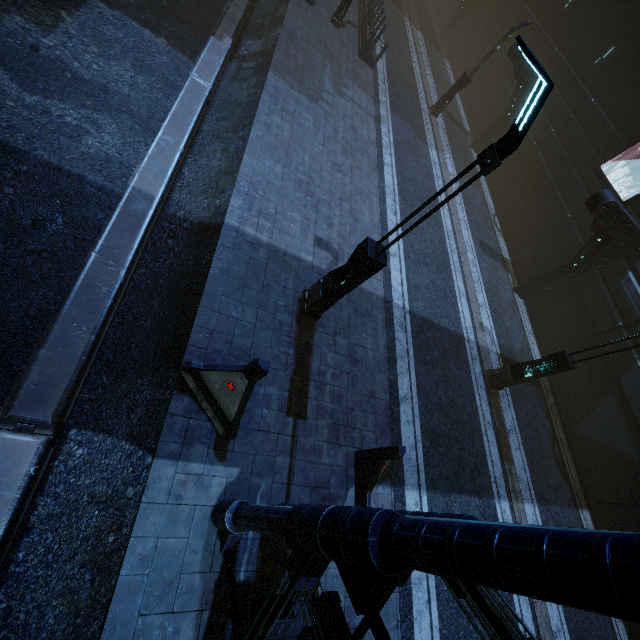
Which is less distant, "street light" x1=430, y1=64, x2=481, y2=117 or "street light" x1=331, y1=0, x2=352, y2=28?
"street light" x1=331, y1=0, x2=352, y2=28

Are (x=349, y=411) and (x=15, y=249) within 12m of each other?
yes

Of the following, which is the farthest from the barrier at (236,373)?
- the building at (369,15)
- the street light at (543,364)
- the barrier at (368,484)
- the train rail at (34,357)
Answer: the street light at (543,364)

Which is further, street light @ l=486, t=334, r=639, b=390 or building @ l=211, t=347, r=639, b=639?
street light @ l=486, t=334, r=639, b=390

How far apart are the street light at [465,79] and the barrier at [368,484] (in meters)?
20.75

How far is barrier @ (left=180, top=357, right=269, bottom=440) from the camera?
5.29m

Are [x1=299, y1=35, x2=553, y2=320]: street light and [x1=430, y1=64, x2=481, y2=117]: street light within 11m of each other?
no

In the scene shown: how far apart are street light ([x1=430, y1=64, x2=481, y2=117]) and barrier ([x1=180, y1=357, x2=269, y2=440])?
21.16m
